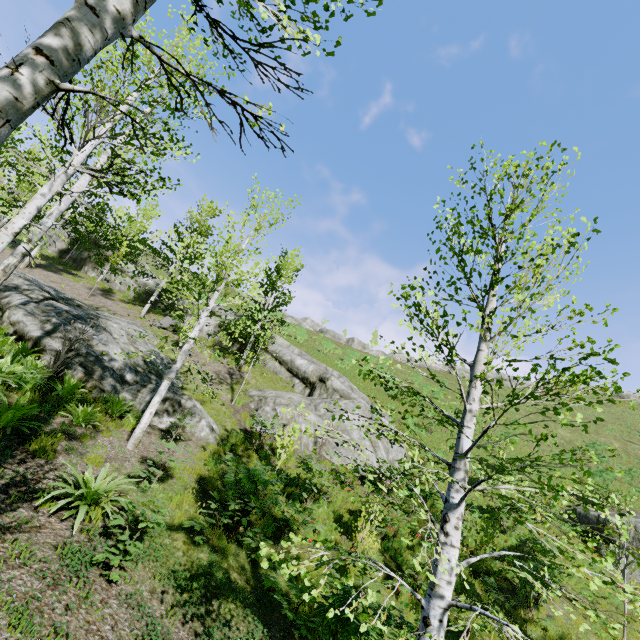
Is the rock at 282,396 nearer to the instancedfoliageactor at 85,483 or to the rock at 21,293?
the rock at 21,293

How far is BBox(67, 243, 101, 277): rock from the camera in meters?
27.6 m

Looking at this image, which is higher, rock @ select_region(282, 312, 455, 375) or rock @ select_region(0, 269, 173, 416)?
rock @ select_region(282, 312, 455, 375)

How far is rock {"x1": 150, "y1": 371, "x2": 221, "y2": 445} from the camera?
10.2m

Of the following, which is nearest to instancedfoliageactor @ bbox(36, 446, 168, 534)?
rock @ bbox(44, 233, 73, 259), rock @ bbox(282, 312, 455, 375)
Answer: rock @ bbox(44, 233, 73, 259)

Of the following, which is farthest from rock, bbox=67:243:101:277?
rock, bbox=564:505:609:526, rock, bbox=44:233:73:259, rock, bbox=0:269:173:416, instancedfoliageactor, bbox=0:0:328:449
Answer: rock, bbox=564:505:609:526

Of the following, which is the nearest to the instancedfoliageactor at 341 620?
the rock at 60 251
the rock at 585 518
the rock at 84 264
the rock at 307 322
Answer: the rock at 84 264

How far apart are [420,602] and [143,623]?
3.6m
